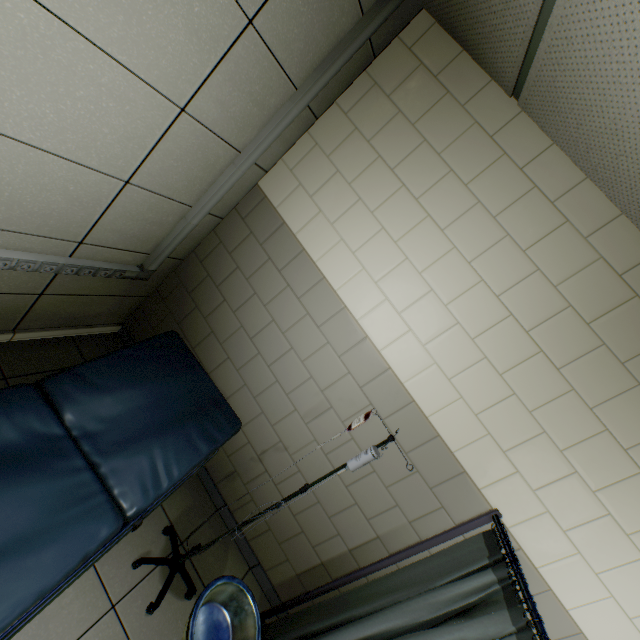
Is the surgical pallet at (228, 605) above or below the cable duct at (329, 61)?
below

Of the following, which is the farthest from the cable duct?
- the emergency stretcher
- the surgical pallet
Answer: the surgical pallet

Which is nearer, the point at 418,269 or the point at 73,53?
the point at 73,53

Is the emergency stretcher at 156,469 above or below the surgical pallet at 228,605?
above

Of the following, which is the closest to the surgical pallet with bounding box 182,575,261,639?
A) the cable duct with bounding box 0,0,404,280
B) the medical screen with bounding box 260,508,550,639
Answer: the medical screen with bounding box 260,508,550,639

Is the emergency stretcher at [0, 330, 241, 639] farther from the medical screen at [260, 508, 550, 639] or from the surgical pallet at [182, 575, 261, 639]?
the medical screen at [260, 508, 550, 639]

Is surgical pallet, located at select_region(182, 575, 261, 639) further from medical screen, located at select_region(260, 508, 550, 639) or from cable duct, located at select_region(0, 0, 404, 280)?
cable duct, located at select_region(0, 0, 404, 280)

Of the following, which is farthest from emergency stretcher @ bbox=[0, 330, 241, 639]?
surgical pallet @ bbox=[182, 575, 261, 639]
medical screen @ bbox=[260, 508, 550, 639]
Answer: medical screen @ bbox=[260, 508, 550, 639]
